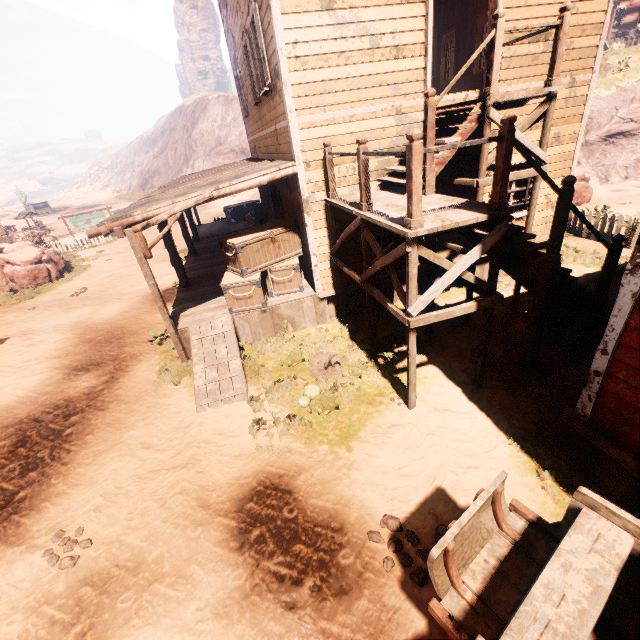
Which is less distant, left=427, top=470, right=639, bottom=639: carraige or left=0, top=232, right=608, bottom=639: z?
left=427, top=470, right=639, bottom=639: carraige

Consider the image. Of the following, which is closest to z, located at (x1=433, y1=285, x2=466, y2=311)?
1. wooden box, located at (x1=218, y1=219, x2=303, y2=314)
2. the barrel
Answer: wooden box, located at (x1=218, y1=219, x2=303, y2=314)

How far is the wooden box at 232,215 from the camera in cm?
1878

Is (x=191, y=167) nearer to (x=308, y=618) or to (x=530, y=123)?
(x=530, y=123)

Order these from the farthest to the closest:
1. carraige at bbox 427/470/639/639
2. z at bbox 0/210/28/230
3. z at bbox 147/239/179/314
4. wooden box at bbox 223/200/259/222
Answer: z at bbox 0/210/28/230 → wooden box at bbox 223/200/259/222 → z at bbox 147/239/179/314 → carraige at bbox 427/470/639/639

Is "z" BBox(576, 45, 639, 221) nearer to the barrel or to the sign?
the sign

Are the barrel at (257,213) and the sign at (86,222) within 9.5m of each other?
no

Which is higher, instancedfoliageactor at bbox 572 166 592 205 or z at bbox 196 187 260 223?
instancedfoliageactor at bbox 572 166 592 205
